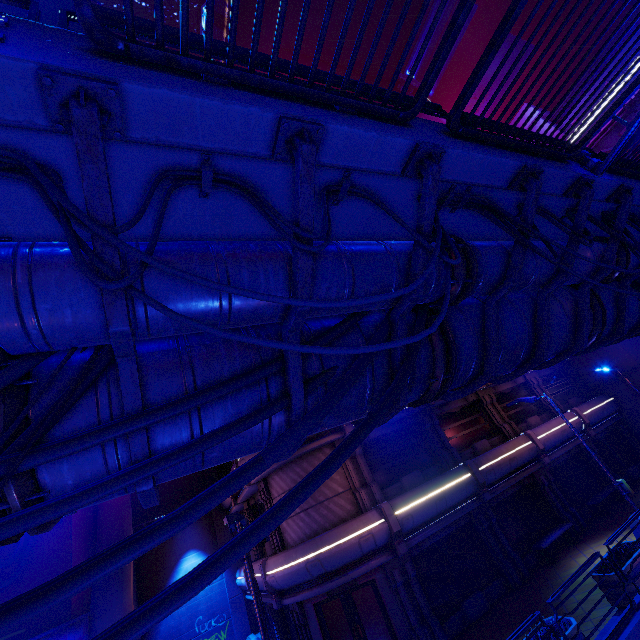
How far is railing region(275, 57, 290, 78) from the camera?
3.7m

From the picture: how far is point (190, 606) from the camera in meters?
19.3 m

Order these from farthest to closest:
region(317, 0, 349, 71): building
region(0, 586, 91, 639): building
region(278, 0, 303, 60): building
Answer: region(317, 0, 349, 71): building < region(278, 0, 303, 60): building < region(0, 586, 91, 639): building

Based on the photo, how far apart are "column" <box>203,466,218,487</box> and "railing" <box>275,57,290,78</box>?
25.3 meters

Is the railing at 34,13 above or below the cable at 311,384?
above

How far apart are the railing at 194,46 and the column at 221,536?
25.31m

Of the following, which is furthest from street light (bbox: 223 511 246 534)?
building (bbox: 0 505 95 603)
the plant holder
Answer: the plant holder

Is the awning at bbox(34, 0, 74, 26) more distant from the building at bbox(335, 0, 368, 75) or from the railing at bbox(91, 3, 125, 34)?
the building at bbox(335, 0, 368, 75)
